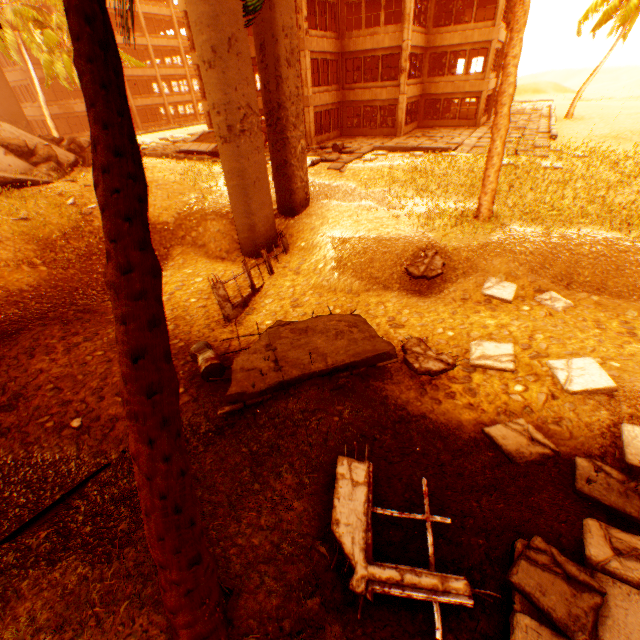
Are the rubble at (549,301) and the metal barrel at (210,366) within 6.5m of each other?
no

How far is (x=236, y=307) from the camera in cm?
1027

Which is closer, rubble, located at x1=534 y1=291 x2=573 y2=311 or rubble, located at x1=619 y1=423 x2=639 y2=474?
rubble, located at x1=619 y1=423 x2=639 y2=474

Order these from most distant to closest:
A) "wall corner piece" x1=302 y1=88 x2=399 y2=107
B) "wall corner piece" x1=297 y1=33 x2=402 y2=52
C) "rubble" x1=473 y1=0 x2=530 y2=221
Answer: "wall corner piece" x1=302 y1=88 x2=399 y2=107
"wall corner piece" x1=297 y1=33 x2=402 y2=52
"rubble" x1=473 y1=0 x2=530 y2=221

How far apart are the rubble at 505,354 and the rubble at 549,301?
2.5 meters

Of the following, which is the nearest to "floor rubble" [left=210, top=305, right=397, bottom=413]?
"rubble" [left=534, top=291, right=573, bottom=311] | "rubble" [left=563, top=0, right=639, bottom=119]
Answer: "rubble" [left=534, top=291, right=573, bottom=311]

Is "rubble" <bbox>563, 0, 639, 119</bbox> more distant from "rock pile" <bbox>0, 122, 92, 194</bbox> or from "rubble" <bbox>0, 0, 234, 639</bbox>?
"rock pile" <bbox>0, 122, 92, 194</bbox>

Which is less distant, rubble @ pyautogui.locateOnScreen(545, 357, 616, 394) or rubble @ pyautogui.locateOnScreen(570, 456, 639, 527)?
rubble @ pyautogui.locateOnScreen(570, 456, 639, 527)
